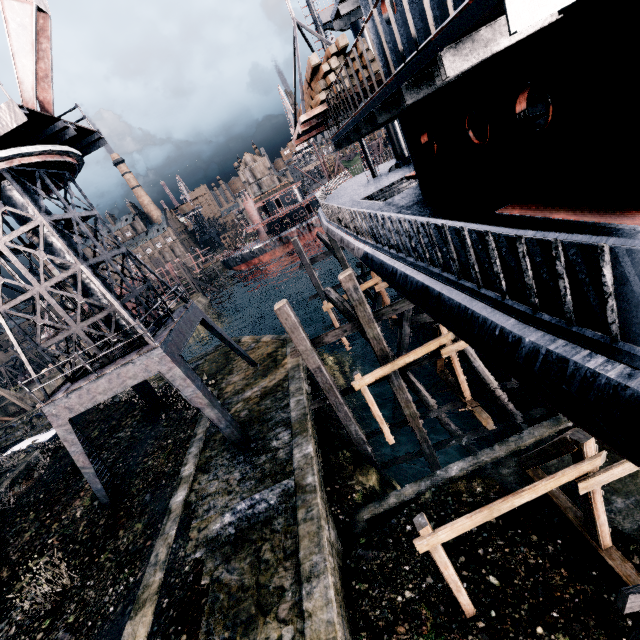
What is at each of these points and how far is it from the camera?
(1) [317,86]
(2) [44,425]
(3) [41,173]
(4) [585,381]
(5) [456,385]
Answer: (1) wood pile, 10.57m
(2) stone debris, 29.70m
(3) crane, 13.05m
(4) ship, 2.89m
(5) wooden support structure, 14.59m

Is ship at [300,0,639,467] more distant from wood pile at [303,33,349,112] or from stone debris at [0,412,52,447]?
stone debris at [0,412,52,447]

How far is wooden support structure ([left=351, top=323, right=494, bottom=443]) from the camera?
12.4m

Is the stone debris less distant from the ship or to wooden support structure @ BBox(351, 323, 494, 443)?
the ship

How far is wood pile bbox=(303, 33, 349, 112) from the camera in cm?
1001

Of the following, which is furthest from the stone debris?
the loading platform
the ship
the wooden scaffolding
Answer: the wooden scaffolding

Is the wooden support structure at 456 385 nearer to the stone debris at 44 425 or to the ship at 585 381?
the ship at 585 381

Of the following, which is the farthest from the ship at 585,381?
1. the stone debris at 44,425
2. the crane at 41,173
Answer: the stone debris at 44,425
